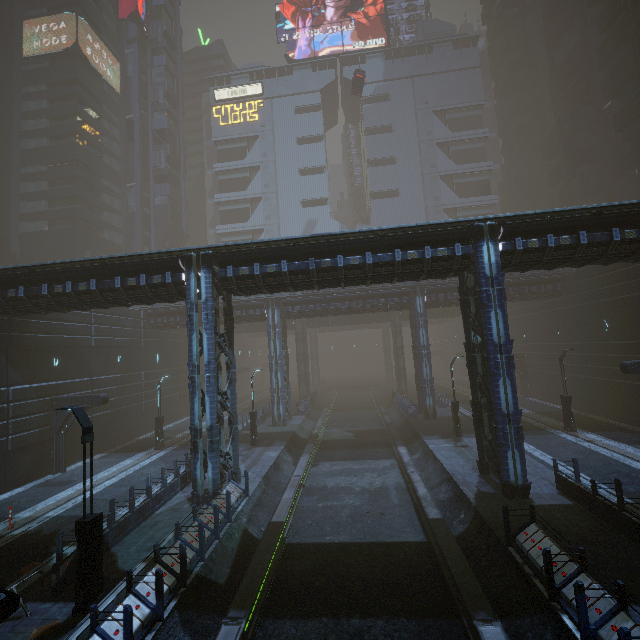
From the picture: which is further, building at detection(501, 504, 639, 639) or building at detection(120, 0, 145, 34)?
building at detection(120, 0, 145, 34)

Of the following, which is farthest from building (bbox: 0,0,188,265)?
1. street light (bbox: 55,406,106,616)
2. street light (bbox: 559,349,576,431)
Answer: street light (bbox: 559,349,576,431)

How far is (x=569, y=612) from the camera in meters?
7.7 m

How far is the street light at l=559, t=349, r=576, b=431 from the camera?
21.94m

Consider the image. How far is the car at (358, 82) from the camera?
43.0m

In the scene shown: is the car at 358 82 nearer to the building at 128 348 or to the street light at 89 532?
the building at 128 348

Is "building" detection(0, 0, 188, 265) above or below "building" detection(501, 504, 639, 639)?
above

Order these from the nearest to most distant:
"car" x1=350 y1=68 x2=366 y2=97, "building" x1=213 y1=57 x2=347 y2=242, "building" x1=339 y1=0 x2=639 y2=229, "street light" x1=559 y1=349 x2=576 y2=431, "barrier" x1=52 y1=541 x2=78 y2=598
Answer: "barrier" x1=52 y1=541 x2=78 y2=598 < "street light" x1=559 y1=349 x2=576 y2=431 < "building" x1=339 y1=0 x2=639 y2=229 < "car" x1=350 y1=68 x2=366 y2=97 < "building" x1=213 y1=57 x2=347 y2=242
